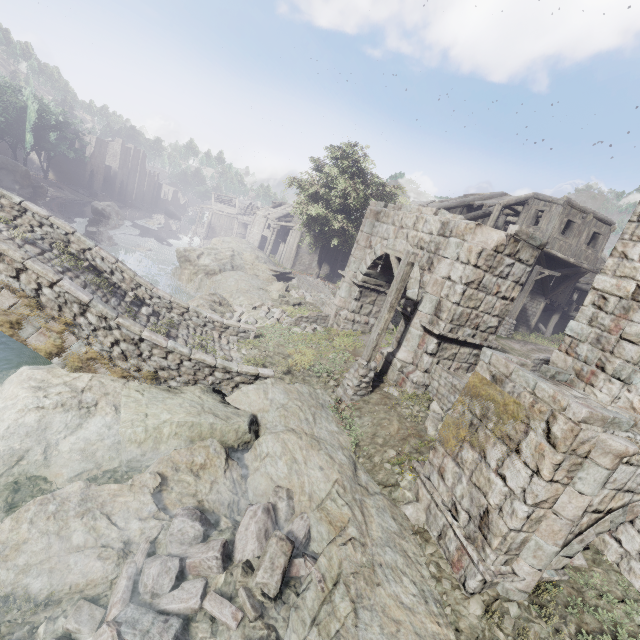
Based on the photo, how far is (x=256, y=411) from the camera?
9.0 meters

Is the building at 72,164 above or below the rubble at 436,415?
below

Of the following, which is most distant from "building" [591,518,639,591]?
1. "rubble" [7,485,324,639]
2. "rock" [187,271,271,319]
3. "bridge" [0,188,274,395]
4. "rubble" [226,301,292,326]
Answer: "rubble" [226,301,292,326]

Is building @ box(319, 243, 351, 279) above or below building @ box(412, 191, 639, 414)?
below

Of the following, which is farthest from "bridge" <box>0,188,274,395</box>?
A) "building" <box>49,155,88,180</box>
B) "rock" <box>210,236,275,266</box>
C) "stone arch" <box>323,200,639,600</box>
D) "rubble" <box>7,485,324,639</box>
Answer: "rock" <box>210,236,275,266</box>

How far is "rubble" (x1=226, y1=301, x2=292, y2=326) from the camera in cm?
1612

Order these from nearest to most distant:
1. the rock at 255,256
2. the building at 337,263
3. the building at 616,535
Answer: the building at 616,535 → the rock at 255,256 → the building at 337,263

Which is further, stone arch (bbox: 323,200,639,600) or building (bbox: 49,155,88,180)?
building (bbox: 49,155,88,180)
